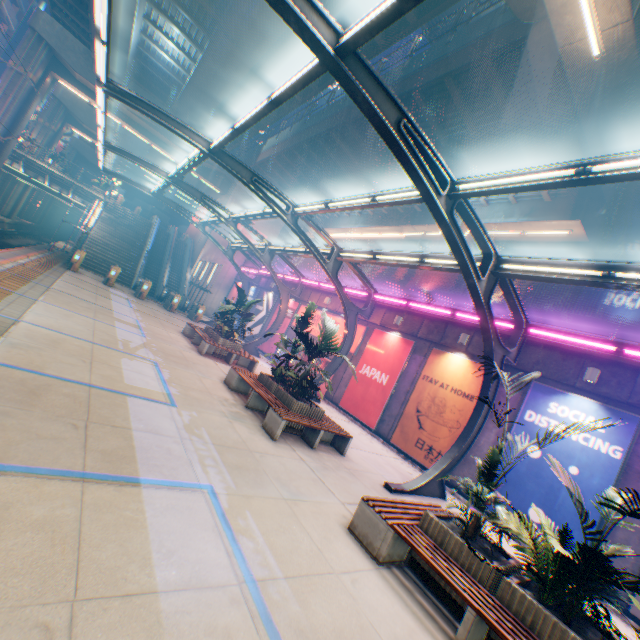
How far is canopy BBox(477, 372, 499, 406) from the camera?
9.9m

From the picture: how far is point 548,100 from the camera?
10.81m

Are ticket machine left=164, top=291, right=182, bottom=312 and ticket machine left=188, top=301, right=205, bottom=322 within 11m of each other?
yes

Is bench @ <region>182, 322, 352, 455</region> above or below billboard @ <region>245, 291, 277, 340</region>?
below

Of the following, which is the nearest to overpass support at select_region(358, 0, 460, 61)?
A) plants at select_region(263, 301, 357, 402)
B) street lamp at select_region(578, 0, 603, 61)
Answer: street lamp at select_region(578, 0, 603, 61)

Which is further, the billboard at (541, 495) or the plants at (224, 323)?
the plants at (224, 323)

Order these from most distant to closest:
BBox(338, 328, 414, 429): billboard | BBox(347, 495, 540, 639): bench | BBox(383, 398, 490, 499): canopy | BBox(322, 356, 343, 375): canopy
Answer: BBox(322, 356, 343, 375): canopy
BBox(338, 328, 414, 429): billboard
BBox(383, 398, 490, 499): canopy
BBox(347, 495, 540, 639): bench

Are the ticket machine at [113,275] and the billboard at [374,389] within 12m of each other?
no
